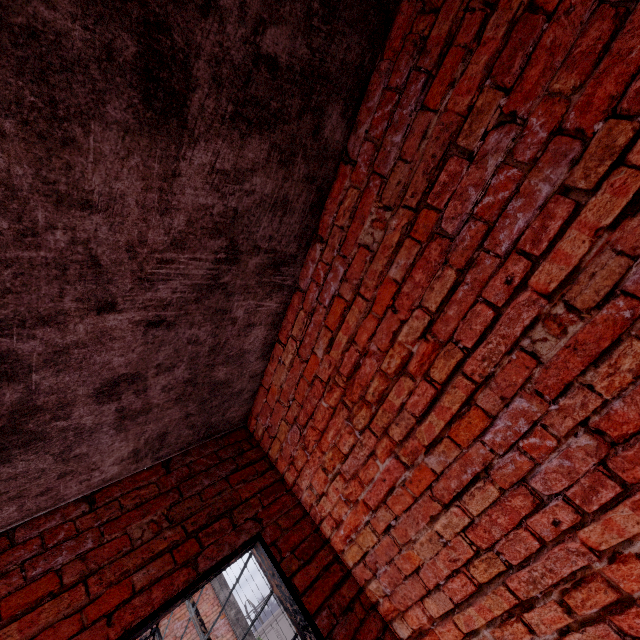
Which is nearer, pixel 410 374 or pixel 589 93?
pixel 589 93
